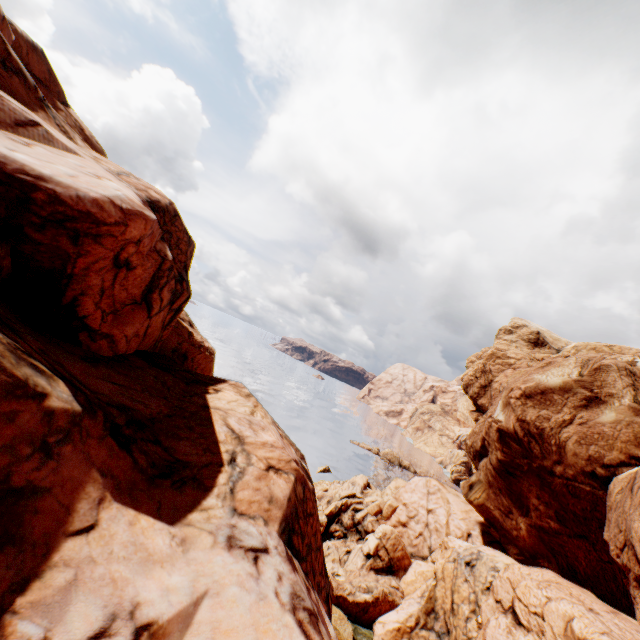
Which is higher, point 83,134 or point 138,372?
point 83,134
